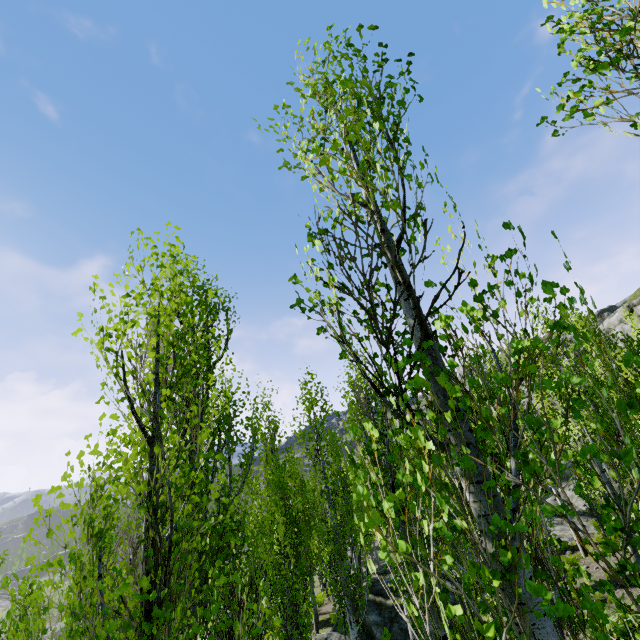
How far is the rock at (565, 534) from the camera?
18.8 meters

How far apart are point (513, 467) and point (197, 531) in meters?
6.5

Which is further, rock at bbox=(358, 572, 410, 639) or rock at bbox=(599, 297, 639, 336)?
rock at bbox=(599, 297, 639, 336)

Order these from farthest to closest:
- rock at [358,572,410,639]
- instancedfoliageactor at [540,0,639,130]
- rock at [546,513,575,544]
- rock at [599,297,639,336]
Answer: rock at [599,297,639,336] < rock at [546,513,575,544] < rock at [358,572,410,639] < instancedfoliageactor at [540,0,639,130]

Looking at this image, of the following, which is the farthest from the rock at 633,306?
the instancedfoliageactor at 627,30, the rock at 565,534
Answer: the rock at 565,534

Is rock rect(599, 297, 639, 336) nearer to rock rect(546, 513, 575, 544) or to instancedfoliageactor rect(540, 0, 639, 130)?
instancedfoliageactor rect(540, 0, 639, 130)

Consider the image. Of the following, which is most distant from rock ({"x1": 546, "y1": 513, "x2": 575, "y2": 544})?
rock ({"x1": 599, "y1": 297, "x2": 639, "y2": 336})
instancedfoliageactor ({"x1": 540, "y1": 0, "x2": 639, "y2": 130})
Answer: rock ({"x1": 599, "y1": 297, "x2": 639, "y2": 336})
